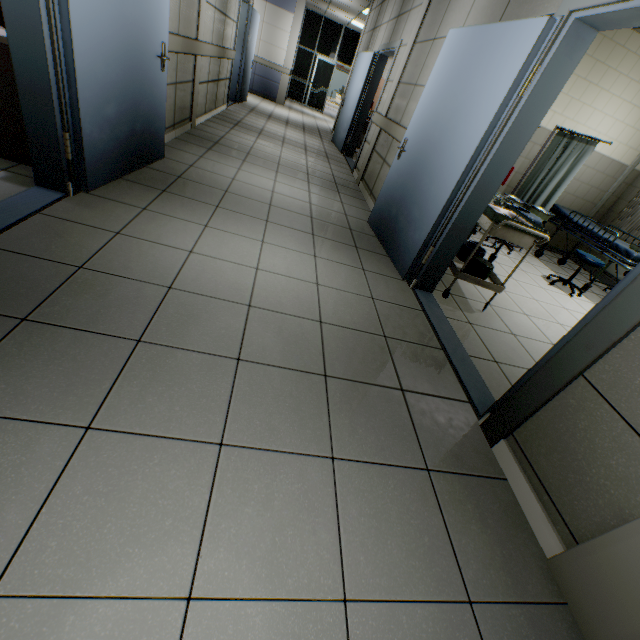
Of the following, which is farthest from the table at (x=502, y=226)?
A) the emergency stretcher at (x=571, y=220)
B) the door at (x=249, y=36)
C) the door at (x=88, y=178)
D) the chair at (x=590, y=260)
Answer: the door at (x=249, y=36)

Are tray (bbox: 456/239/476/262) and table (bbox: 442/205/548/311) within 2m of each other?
yes

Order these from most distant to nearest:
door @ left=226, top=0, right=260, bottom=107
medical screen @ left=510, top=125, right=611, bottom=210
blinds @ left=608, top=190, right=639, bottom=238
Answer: door @ left=226, top=0, right=260, bottom=107
blinds @ left=608, top=190, right=639, bottom=238
medical screen @ left=510, top=125, right=611, bottom=210

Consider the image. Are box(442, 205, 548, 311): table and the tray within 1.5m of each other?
yes

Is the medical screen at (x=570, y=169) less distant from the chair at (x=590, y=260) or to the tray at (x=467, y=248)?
the chair at (x=590, y=260)

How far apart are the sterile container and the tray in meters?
0.2 m

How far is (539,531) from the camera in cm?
148

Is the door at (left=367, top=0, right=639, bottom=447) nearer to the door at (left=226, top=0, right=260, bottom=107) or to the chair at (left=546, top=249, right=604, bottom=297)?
the chair at (left=546, top=249, right=604, bottom=297)
